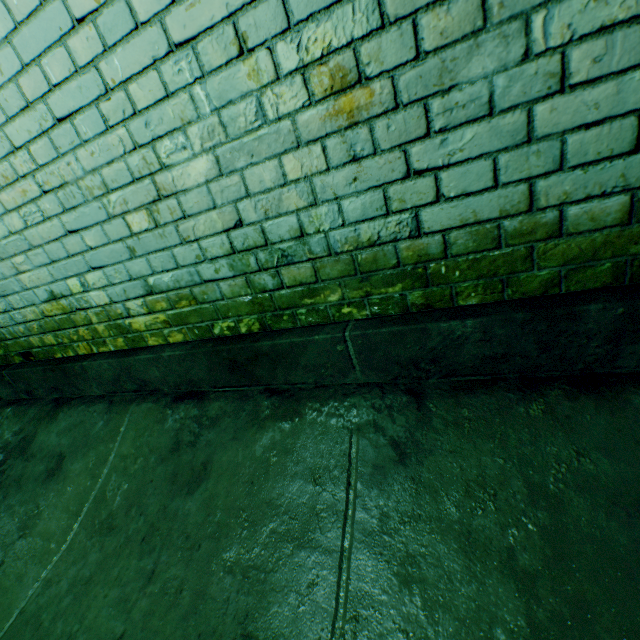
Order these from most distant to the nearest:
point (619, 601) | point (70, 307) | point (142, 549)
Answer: point (70, 307) < point (142, 549) < point (619, 601)
